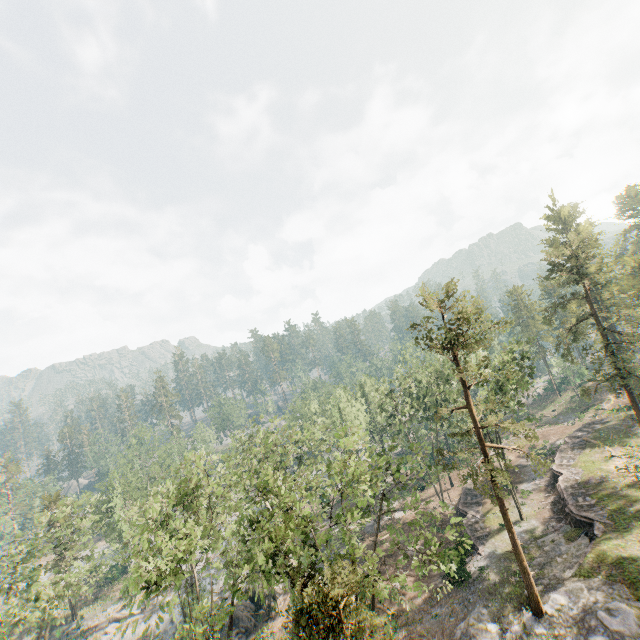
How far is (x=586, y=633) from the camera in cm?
1961

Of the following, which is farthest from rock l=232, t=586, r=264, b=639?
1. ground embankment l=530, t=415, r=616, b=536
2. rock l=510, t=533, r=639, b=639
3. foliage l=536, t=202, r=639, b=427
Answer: ground embankment l=530, t=415, r=616, b=536

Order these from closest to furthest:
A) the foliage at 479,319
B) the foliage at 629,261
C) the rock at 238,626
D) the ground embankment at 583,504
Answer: the foliage at 479,319
the ground embankment at 583,504
the foliage at 629,261
the rock at 238,626

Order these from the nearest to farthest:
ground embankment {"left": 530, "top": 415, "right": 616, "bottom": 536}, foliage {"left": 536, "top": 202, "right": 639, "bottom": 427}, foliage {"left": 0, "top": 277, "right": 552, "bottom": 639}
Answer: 1. foliage {"left": 0, "top": 277, "right": 552, "bottom": 639}
2. ground embankment {"left": 530, "top": 415, "right": 616, "bottom": 536}
3. foliage {"left": 536, "top": 202, "right": 639, "bottom": 427}

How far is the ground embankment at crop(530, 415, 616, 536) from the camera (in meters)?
28.06

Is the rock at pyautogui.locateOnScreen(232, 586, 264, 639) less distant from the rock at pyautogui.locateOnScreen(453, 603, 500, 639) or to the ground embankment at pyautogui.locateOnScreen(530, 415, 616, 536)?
the rock at pyautogui.locateOnScreen(453, 603, 500, 639)

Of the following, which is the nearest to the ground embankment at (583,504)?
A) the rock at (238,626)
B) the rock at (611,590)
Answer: the rock at (611,590)

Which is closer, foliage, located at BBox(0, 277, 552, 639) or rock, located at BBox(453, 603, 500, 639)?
foliage, located at BBox(0, 277, 552, 639)
